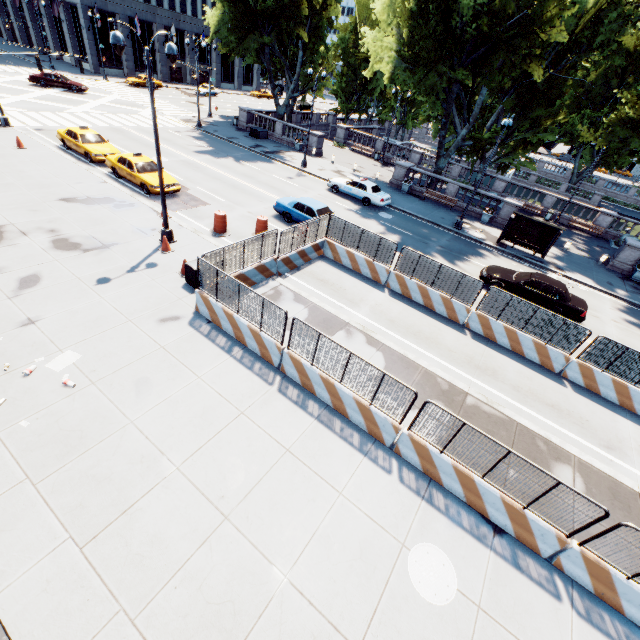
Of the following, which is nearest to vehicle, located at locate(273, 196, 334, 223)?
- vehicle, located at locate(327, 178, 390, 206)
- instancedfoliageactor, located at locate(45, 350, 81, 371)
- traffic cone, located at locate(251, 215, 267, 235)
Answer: traffic cone, located at locate(251, 215, 267, 235)

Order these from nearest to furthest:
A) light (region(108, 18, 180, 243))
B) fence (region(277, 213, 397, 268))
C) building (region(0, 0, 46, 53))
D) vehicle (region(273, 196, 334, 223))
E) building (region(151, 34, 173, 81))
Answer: light (region(108, 18, 180, 243)), fence (region(277, 213, 397, 268)), vehicle (region(273, 196, 334, 223)), building (region(0, 0, 46, 53)), building (region(151, 34, 173, 81))

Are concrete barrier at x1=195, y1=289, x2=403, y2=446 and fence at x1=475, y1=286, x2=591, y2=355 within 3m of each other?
yes

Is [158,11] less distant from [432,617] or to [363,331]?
[363,331]

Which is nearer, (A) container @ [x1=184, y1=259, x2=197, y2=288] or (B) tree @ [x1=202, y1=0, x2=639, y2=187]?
(A) container @ [x1=184, y1=259, x2=197, y2=288]

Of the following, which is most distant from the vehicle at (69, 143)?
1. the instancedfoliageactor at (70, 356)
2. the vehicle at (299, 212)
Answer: the instancedfoliageactor at (70, 356)

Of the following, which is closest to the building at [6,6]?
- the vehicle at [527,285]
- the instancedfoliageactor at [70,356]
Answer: the instancedfoliageactor at [70,356]

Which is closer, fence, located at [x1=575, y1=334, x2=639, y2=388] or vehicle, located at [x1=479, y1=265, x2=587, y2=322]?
fence, located at [x1=575, y1=334, x2=639, y2=388]
